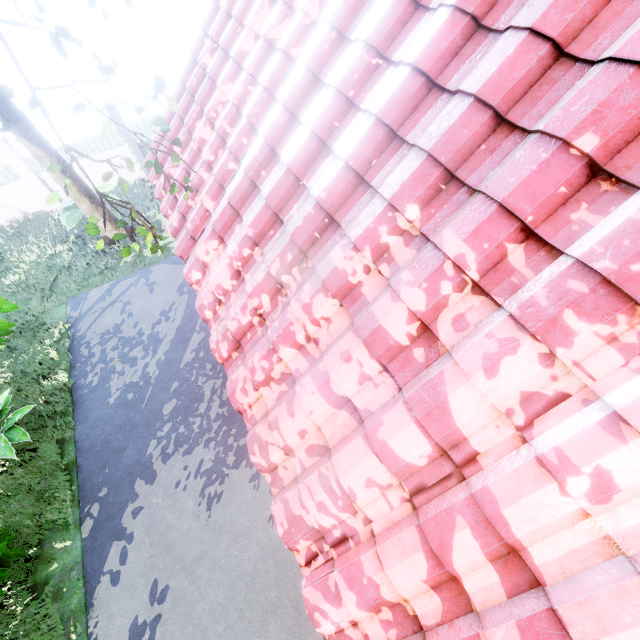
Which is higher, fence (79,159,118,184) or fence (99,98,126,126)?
fence (99,98,126,126)

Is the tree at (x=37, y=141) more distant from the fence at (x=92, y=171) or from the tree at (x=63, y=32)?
the fence at (x=92, y=171)

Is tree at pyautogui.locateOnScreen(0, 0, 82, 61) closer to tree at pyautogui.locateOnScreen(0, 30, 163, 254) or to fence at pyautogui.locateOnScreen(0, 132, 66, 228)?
tree at pyautogui.locateOnScreen(0, 30, 163, 254)

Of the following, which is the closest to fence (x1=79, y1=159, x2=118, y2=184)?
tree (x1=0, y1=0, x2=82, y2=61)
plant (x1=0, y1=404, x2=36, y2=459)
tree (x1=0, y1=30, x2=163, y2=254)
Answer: tree (x1=0, y1=30, x2=163, y2=254)

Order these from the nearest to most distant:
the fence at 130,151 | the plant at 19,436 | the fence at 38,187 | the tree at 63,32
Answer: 1. the tree at 63,32
2. the plant at 19,436
3. the fence at 38,187
4. the fence at 130,151

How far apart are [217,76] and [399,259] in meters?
4.4
